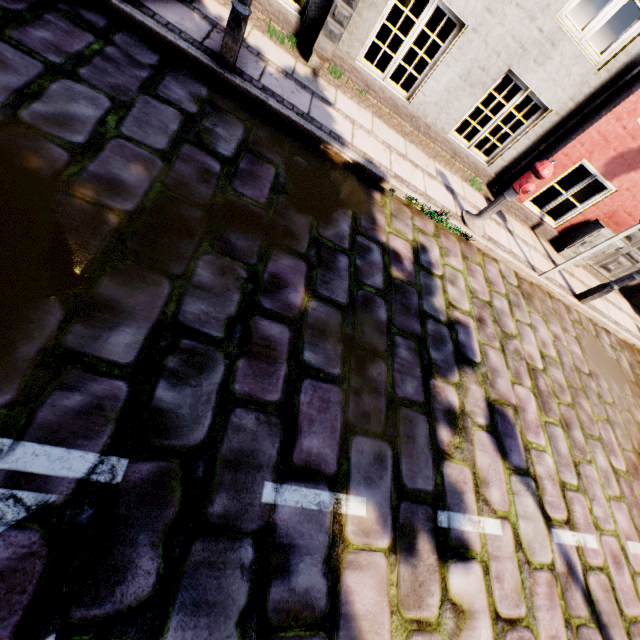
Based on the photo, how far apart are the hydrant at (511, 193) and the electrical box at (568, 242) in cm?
281

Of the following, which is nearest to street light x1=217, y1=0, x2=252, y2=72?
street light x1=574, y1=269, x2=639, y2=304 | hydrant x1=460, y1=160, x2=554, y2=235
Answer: hydrant x1=460, y1=160, x2=554, y2=235

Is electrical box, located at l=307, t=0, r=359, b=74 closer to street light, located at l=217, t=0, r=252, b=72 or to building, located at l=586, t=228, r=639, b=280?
building, located at l=586, t=228, r=639, b=280

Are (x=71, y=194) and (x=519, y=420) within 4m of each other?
no

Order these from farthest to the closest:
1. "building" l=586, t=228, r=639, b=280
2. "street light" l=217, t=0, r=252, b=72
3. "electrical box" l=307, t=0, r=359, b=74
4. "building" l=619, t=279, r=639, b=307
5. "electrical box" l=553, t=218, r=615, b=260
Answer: "building" l=619, t=279, r=639, b=307 < "building" l=586, t=228, r=639, b=280 < "electrical box" l=553, t=218, r=615, b=260 < "electrical box" l=307, t=0, r=359, b=74 < "street light" l=217, t=0, r=252, b=72

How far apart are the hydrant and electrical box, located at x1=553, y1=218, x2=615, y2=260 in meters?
2.8 m

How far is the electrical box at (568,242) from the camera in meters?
6.2 m

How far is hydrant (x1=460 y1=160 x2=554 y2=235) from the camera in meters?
4.2 m
